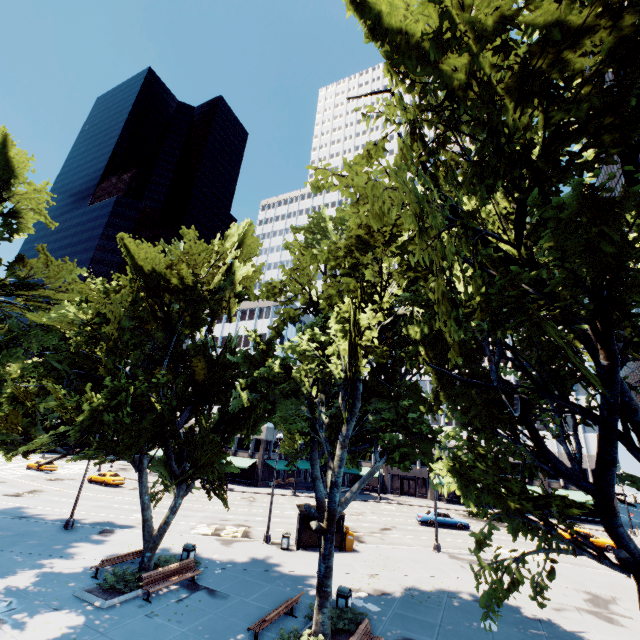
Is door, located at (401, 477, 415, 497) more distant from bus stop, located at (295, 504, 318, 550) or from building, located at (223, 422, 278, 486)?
bus stop, located at (295, 504, 318, 550)

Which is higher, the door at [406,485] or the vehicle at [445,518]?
the door at [406,485]

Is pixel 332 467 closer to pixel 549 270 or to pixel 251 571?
pixel 251 571

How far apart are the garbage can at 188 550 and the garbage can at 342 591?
8.5 meters

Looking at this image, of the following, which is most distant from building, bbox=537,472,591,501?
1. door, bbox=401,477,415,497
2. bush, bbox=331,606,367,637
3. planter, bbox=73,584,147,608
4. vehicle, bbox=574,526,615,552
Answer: bush, bbox=331,606,367,637

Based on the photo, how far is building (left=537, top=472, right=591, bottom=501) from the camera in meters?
44.4

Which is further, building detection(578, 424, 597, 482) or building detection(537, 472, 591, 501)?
building detection(578, 424, 597, 482)

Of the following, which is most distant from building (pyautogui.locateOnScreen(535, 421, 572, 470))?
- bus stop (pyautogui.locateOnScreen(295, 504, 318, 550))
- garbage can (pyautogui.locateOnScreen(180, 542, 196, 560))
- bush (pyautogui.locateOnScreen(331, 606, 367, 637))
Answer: bush (pyautogui.locateOnScreen(331, 606, 367, 637))
